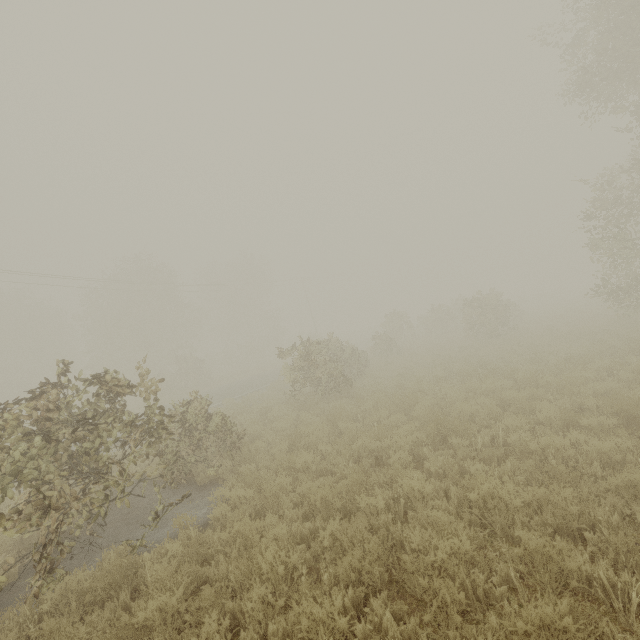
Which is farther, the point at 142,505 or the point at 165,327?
the point at 165,327

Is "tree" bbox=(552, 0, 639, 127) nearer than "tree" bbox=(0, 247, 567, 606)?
No

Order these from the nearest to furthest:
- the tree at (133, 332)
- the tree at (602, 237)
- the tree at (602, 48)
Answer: the tree at (133, 332) < the tree at (602, 48) < the tree at (602, 237)

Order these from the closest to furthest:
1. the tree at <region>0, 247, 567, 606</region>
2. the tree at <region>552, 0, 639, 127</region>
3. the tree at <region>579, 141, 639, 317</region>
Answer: the tree at <region>0, 247, 567, 606</region>
the tree at <region>552, 0, 639, 127</region>
the tree at <region>579, 141, 639, 317</region>

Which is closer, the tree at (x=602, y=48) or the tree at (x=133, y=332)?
the tree at (x=133, y=332)
